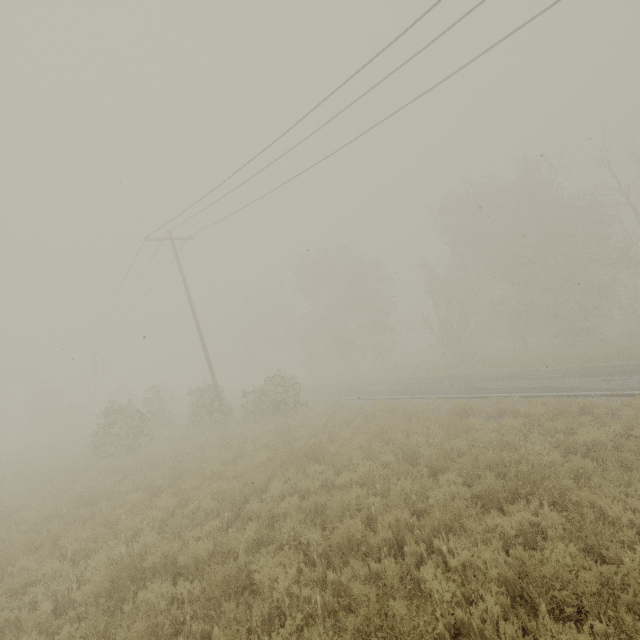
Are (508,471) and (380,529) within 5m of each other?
yes
